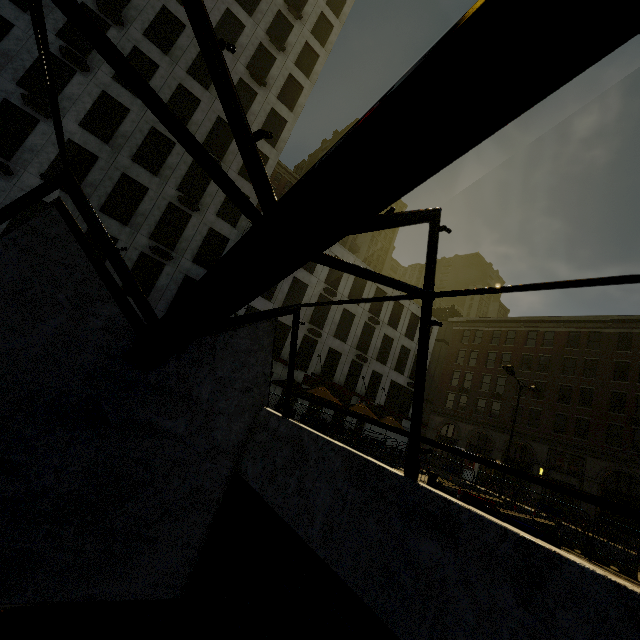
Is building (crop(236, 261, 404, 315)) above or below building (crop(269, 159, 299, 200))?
below

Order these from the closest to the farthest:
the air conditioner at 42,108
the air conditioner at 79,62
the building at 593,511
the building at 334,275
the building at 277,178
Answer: the air conditioner at 42,108
the air conditioner at 79,62
the building at 334,275
the building at 593,511
the building at 277,178

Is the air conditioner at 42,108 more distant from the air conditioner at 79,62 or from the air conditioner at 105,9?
the air conditioner at 105,9

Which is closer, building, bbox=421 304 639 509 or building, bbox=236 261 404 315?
building, bbox=236 261 404 315

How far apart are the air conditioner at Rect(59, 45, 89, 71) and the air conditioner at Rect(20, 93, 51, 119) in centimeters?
319cm

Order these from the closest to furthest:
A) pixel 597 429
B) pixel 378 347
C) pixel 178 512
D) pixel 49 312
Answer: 1. pixel 49 312
2. pixel 178 512
3. pixel 597 429
4. pixel 378 347

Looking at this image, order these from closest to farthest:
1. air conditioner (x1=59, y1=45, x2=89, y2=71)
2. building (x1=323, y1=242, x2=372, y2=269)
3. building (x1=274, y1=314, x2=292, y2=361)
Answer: air conditioner (x1=59, y1=45, x2=89, y2=71), building (x1=274, y1=314, x2=292, y2=361), building (x1=323, y1=242, x2=372, y2=269)

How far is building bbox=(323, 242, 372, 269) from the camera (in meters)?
29.38
